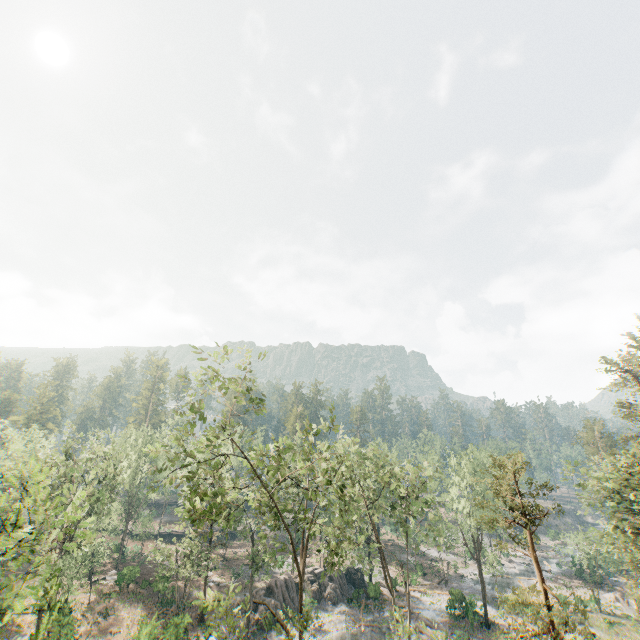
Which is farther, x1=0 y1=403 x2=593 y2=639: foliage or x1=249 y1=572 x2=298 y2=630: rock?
x1=249 y1=572 x2=298 y2=630: rock

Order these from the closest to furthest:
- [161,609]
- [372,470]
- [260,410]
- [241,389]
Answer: [260,410] < [241,389] < [161,609] < [372,470]

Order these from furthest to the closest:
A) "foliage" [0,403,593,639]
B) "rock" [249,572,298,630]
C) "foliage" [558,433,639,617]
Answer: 1. "rock" [249,572,298,630]
2. "foliage" [558,433,639,617]
3. "foliage" [0,403,593,639]

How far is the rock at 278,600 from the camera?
35.1 meters

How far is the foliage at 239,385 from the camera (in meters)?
17.73

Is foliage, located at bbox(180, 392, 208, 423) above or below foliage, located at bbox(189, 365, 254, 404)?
below

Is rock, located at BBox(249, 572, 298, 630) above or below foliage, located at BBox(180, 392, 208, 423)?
below
